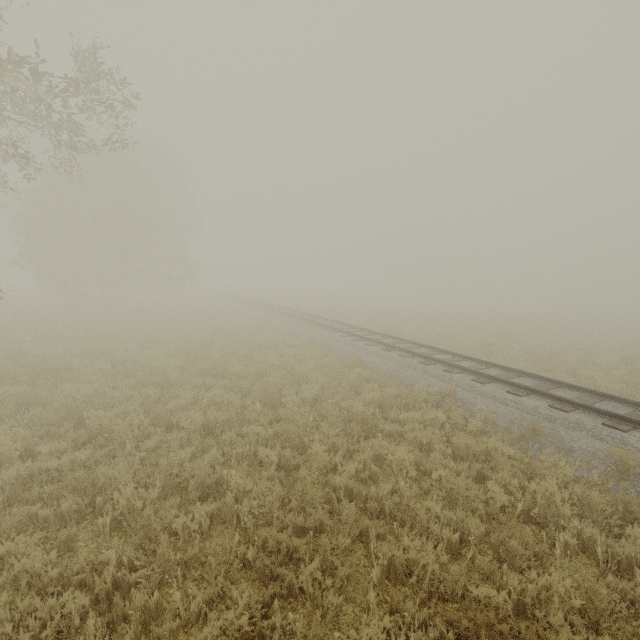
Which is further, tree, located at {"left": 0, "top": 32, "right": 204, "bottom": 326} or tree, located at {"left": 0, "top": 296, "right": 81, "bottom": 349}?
tree, located at {"left": 0, "top": 296, "right": 81, "bottom": 349}

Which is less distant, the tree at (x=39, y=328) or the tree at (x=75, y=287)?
the tree at (x=75, y=287)

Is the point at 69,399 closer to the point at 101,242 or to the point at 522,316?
the point at 101,242

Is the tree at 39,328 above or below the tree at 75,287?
below

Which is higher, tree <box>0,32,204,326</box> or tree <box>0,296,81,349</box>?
tree <box>0,32,204,326</box>
